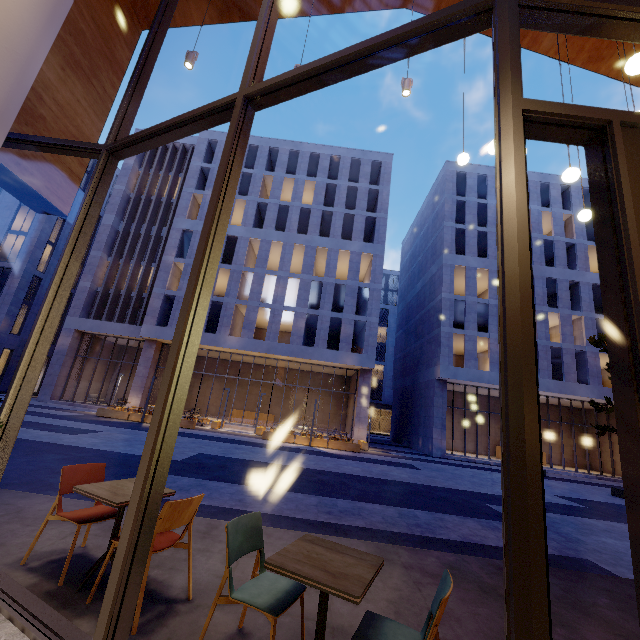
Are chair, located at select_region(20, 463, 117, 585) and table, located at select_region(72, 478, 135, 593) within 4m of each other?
yes

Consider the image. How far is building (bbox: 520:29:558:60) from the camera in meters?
7.2

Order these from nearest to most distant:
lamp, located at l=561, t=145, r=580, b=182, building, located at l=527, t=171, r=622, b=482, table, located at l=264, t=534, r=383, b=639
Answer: table, located at l=264, t=534, r=383, b=639 → lamp, located at l=561, t=145, r=580, b=182 → building, located at l=527, t=171, r=622, b=482

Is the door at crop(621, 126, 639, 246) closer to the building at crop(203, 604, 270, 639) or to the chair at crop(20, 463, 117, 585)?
the building at crop(203, 604, 270, 639)

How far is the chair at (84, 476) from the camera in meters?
2.9

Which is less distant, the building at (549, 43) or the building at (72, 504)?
the building at (72, 504)

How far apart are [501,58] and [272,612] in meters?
3.8 m

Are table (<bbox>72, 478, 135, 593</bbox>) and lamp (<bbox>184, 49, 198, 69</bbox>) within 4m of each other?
no
